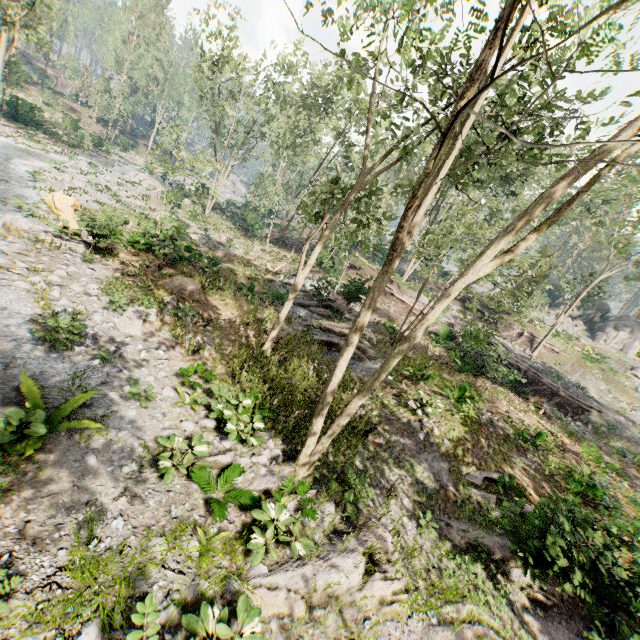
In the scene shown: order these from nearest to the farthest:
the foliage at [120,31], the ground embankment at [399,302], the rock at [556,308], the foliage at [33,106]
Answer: the ground embankment at [399,302] → the foliage at [33,106] → the foliage at [120,31] → the rock at [556,308]

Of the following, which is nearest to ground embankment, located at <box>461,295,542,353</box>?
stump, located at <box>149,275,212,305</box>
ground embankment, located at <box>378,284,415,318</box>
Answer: ground embankment, located at <box>378,284,415,318</box>

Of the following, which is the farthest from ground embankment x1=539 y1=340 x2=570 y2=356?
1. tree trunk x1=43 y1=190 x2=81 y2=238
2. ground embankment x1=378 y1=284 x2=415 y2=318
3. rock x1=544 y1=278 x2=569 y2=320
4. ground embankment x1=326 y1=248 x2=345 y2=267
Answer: tree trunk x1=43 y1=190 x2=81 y2=238

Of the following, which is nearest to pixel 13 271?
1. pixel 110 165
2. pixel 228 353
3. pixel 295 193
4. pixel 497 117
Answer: pixel 228 353

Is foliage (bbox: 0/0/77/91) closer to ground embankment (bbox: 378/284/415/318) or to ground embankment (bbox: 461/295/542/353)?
ground embankment (bbox: 461/295/542/353)

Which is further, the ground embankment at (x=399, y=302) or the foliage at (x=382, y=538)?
the ground embankment at (x=399, y=302)

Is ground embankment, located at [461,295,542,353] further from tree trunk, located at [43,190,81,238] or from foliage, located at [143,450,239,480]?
tree trunk, located at [43,190,81,238]

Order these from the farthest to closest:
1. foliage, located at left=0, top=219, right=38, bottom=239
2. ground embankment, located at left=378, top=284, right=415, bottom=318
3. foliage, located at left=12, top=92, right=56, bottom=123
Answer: foliage, located at left=12, top=92, right=56, bottom=123 < ground embankment, located at left=378, top=284, right=415, bottom=318 < foliage, located at left=0, top=219, right=38, bottom=239
